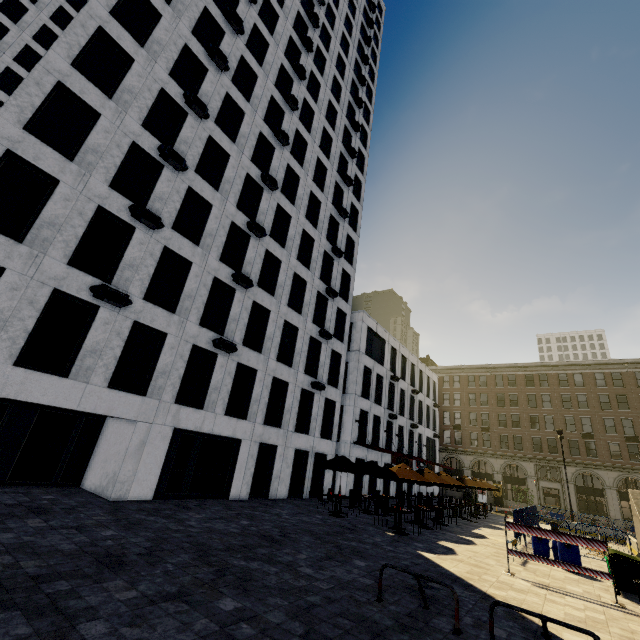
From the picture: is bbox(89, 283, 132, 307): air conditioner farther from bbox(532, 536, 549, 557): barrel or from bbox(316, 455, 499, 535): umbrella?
bbox(532, 536, 549, 557): barrel

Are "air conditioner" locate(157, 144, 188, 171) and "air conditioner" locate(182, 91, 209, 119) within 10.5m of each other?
yes

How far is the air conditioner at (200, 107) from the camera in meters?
16.8

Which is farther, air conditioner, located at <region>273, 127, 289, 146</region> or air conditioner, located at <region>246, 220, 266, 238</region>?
air conditioner, located at <region>273, 127, 289, 146</region>

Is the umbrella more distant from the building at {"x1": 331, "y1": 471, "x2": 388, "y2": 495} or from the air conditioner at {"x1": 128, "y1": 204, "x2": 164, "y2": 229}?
the air conditioner at {"x1": 128, "y1": 204, "x2": 164, "y2": 229}

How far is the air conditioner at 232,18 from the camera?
20.1 meters

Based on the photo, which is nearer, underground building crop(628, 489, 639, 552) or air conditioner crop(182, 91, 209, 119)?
underground building crop(628, 489, 639, 552)

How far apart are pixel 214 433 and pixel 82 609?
11.8m
